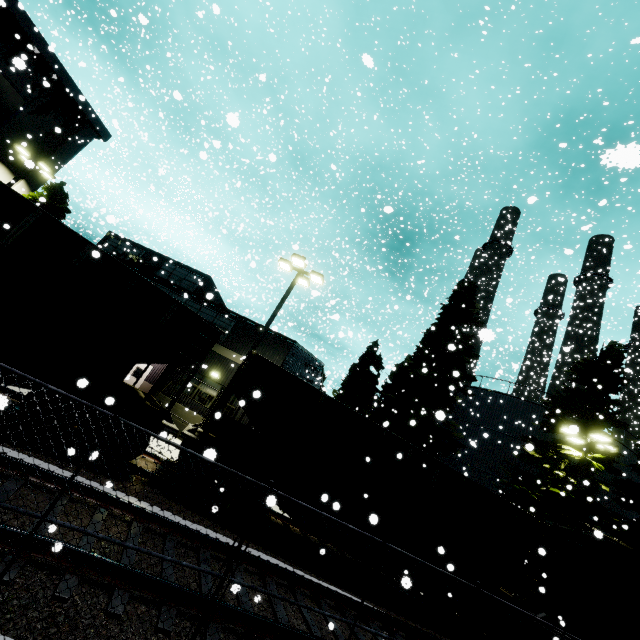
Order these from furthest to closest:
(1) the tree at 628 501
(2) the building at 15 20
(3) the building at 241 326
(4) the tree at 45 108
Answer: (4) the tree at 45 108 < (3) the building at 241 326 < (2) the building at 15 20 < (1) the tree at 628 501

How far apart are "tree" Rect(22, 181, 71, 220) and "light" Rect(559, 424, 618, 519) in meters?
32.5 m

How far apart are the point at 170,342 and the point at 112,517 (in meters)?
5.84

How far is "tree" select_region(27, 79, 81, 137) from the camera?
20.6 meters

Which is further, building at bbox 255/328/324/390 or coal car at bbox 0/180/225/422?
building at bbox 255/328/324/390

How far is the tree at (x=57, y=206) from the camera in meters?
19.6 m

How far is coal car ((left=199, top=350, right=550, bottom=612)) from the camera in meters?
9.4 m

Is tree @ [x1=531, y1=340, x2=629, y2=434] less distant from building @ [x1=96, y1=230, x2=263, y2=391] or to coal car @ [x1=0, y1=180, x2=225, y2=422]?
coal car @ [x1=0, y1=180, x2=225, y2=422]
